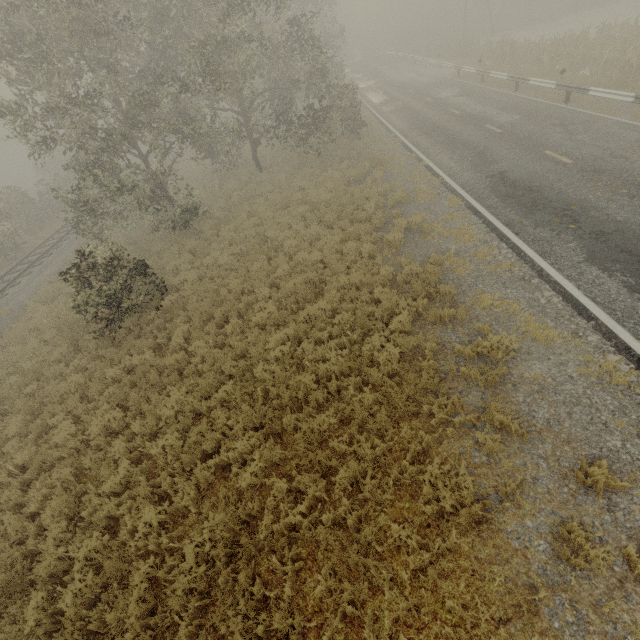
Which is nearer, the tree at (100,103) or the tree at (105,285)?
Result: the tree at (105,285)

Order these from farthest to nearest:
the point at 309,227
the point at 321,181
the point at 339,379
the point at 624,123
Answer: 1. the point at 321,181
2. the point at 309,227
3. the point at 624,123
4. the point at 339,379

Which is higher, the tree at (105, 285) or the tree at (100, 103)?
the tree at (100, 103)

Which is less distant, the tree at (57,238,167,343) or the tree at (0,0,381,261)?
the tree at (57,238,167,343)

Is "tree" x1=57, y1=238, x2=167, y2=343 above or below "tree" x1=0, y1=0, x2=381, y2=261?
below

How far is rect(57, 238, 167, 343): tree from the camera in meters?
10.0 m
